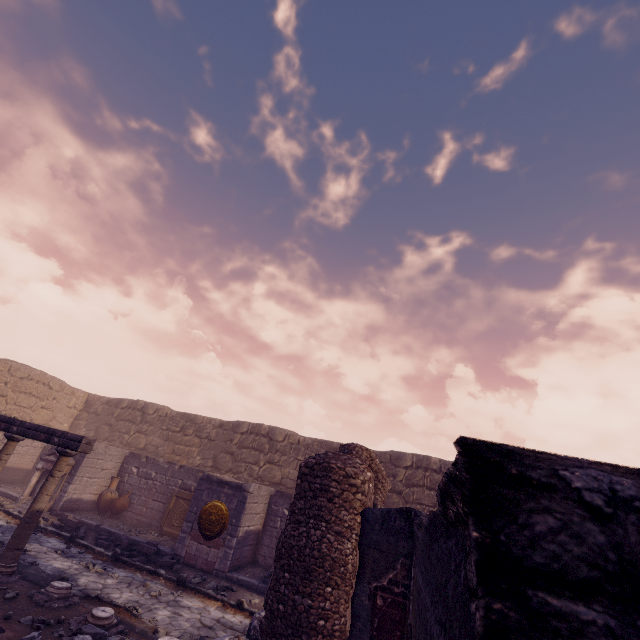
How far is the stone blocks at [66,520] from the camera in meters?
10.2 m

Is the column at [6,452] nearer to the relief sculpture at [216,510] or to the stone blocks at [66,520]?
the stone blocks at [66,520]

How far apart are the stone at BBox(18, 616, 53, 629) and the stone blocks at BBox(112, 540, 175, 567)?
3.9 meters

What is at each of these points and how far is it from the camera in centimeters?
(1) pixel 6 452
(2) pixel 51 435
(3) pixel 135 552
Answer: (1) column, 796cm
(2) entablature, 769cm
(3) stone blocks, 928cm

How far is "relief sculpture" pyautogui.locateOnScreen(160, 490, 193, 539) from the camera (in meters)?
11.61

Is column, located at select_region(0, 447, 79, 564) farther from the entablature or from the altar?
the altar

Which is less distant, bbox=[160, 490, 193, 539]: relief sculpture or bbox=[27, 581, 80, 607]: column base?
bbox=[27, 581, 80, 607]: column base

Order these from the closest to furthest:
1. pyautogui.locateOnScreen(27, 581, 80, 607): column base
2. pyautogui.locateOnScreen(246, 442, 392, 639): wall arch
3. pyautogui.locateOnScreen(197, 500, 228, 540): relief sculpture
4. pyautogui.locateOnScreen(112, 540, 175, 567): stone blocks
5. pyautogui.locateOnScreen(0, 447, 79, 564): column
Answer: pyautogui.locateOnScreen(246, 442, 392, 639): wall arch → pyautogui.locateOnScreen(27, 581, 80, 607): column base → pyautogui.locateOnScreen(0, 447, 79, 564): column → pyautogui.locateOnScreen(112, 540, 175, 567): stone blocks → pyautogui.locateOnScreen(197, 500, 228, 540): relief sculpture
